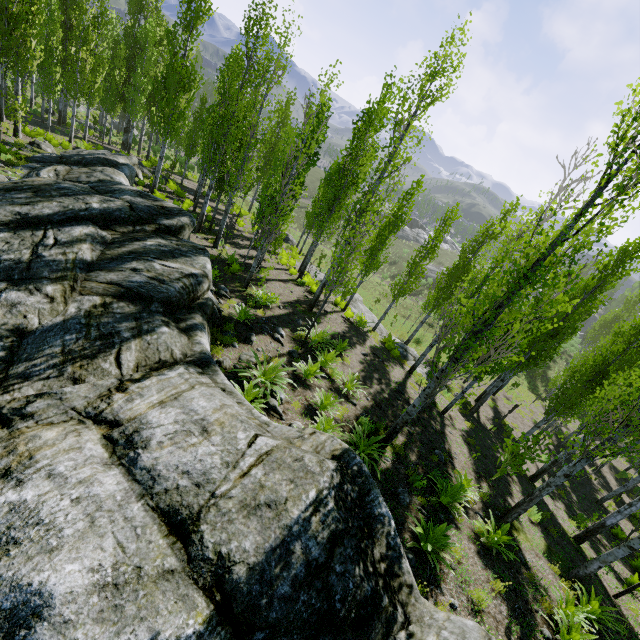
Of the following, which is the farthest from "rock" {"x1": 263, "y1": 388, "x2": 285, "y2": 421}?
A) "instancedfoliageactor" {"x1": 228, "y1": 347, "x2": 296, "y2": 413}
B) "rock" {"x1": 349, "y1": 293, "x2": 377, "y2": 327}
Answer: "rock" {"x1": 349, "y1": 293, "x2": 377, "y2": 327}

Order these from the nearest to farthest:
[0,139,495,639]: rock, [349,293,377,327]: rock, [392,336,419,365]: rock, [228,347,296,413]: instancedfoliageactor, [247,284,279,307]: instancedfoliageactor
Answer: [0,139,495,639]: rock < [228,347,296,413]: instancedfoliageactor < [247,284,279,307]: instancedfoliageactor < [392,336,419,365]: rock < [349,293,377,327]: rock

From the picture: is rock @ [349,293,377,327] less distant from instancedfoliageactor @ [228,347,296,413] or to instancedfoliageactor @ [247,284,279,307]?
instancedfoliageactor @ [247,284,279,307]

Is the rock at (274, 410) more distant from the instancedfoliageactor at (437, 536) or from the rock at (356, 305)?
the rock at (356, 305)

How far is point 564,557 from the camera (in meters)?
9.12

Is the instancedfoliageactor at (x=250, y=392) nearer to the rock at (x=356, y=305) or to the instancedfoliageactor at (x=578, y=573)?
the instancedfoliageactor at (x=578, y=573)

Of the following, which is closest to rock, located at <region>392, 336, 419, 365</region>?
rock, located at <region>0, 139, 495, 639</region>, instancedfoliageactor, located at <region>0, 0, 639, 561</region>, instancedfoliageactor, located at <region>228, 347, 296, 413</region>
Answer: instancedfoliageactor, located at <region>0, 0, 639, 561</region>

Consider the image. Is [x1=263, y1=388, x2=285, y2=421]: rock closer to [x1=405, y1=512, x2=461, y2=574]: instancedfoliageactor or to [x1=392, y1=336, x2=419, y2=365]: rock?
[x1=405, y1=512, x2=461, y2=574]: instancedfoliageactor
